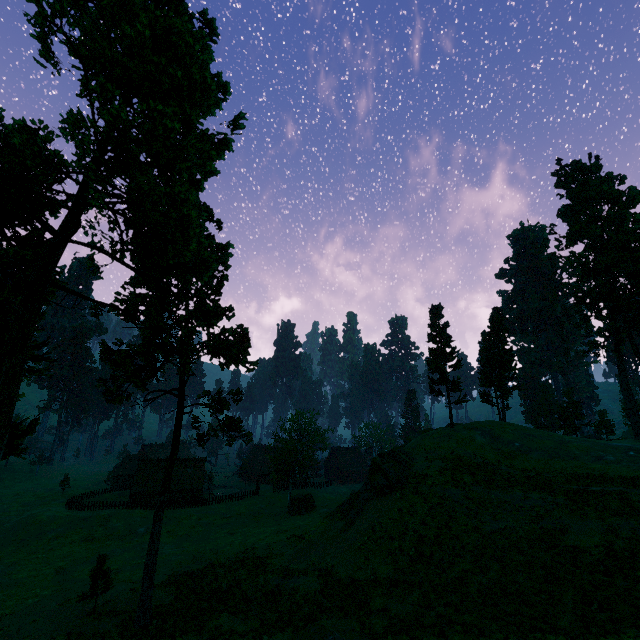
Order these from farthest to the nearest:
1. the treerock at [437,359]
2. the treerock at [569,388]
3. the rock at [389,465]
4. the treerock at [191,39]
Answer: the treerock at [569,388]
the treerock at [437,359]
the rock at [389,465]
the treerock at [191,39]

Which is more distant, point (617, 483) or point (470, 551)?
point (617, 483)

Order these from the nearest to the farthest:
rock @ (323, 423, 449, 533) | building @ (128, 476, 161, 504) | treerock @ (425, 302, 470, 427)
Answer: →
1. rock @ (323, 423, 449, 533)
2. treerock @ (425, 302, 470, 427)
3. building @ (128, 476, 161, 504)

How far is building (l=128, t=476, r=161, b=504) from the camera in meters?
57.9 m

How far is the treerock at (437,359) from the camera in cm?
4094

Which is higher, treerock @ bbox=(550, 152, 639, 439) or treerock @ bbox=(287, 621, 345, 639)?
treerock @ bbox=(550, 152, 639, 439)

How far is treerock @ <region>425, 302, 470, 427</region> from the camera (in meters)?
40.94
